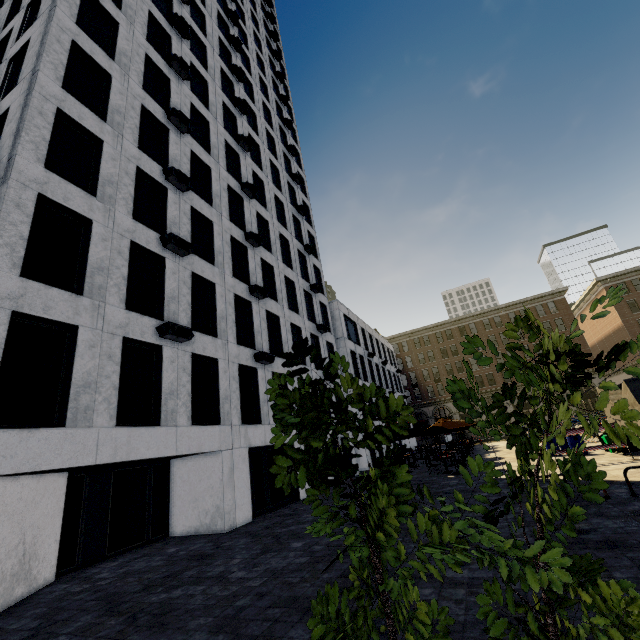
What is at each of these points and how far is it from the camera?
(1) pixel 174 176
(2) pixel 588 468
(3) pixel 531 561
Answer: (1) air conditioner, 14.6m
(2) tree, 2.3m
(3) tree, 2.2m

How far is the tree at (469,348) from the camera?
2.28m

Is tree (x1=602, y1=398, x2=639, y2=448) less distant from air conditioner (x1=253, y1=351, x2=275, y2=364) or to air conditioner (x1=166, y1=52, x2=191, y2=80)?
air conditioner (x1=253, y1=351, x2=275, y2=364)

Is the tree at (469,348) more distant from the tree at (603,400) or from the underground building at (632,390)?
the underground building at (632,390)

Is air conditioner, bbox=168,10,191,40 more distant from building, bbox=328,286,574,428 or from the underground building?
the underground building

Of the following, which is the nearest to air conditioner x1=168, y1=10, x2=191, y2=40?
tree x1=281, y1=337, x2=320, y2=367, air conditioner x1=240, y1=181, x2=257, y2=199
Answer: air conditioner x1=240, y1=181, x2=257, y2=199

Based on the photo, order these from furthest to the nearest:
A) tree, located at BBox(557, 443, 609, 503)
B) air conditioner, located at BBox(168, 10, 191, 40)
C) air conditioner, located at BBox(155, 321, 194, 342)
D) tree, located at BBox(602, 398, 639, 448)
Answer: air conditioner, located at BBox(168, 10, 191, 40), air conditioner, located at BBox(155, 321, 194, 342), tree, located at BBox(557, 443, 609, 503), tree, located at BBox(602, 398, 639, 448)

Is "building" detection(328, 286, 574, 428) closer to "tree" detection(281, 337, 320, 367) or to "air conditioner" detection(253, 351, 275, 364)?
"tree" detection(281, 337, 320, 367)
